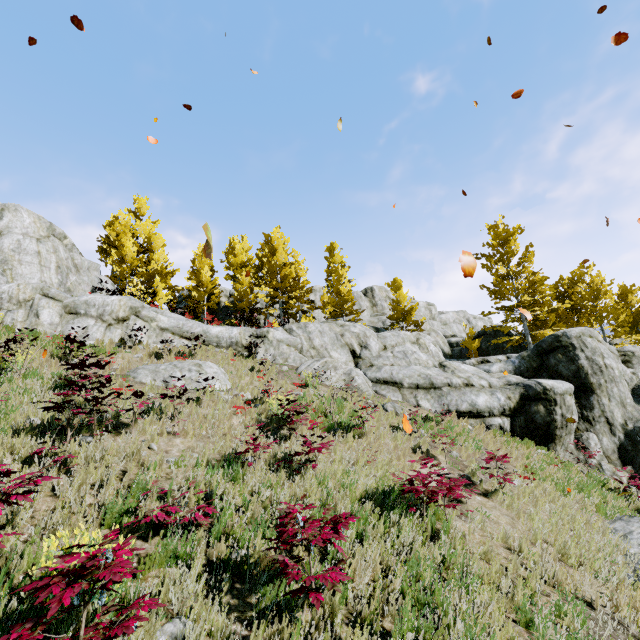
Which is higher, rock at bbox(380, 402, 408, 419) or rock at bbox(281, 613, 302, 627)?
rock at bbox(380, 402, 408, 419)

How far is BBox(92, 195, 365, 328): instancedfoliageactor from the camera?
24.8m

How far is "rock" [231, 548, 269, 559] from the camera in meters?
3.8 m

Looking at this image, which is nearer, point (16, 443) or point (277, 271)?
point (16, 443)

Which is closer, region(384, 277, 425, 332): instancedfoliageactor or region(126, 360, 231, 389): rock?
region(126, 360, 231, 389): rock

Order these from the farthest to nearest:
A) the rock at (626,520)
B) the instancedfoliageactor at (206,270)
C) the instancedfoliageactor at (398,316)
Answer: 1. the instancedfoliageactor at (398,316)
2. the instancedfoliageactor at (206,270)
3. the rock at (626,520)

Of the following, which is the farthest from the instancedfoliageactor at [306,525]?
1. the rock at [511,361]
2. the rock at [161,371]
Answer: the rock at [161,371]

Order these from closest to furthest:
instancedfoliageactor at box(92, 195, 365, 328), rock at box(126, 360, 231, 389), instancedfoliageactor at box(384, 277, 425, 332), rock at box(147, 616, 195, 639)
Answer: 1. rock at box(147, 616, 195, 639)
2. rock at box(126, 360, 231, 389)
3. instancedfoliageactor at box(92, 195, 365, 328)
4. instancedfoliageactor at box(384, 277, 425, 332)
